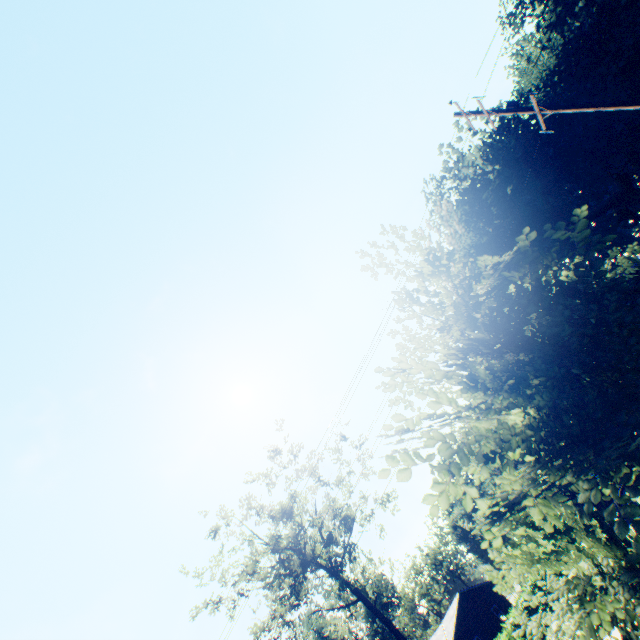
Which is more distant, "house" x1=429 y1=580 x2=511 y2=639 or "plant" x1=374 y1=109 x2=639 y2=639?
"house" x1=429 y1=580 x2=511 y2=639

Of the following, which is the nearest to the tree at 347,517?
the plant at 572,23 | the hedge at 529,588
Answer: the hedge at 529,588

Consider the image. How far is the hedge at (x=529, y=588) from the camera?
31.2m

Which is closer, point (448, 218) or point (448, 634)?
point (448, 218)

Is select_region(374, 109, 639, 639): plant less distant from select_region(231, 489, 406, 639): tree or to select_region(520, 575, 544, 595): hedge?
select_region(520, 575, 544, 595): hedge

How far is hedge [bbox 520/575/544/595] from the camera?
31.20m

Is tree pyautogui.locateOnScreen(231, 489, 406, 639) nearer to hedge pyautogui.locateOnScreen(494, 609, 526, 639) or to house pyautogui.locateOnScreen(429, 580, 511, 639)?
hedge pyautogui.locateOnScreen(494, 609, 526, 639)

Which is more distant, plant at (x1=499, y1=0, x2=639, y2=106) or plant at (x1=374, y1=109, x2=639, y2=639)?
plant at (x1=499, y1=0, x2=639, y2=106)
